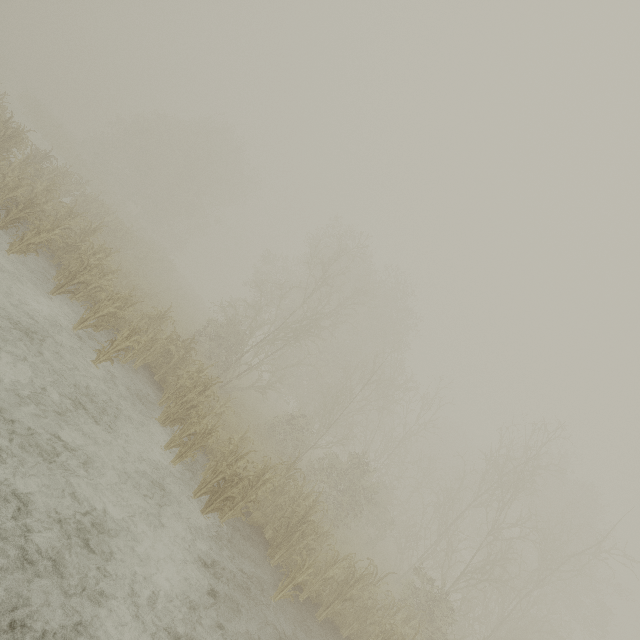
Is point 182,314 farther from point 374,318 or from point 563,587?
point 563,587
